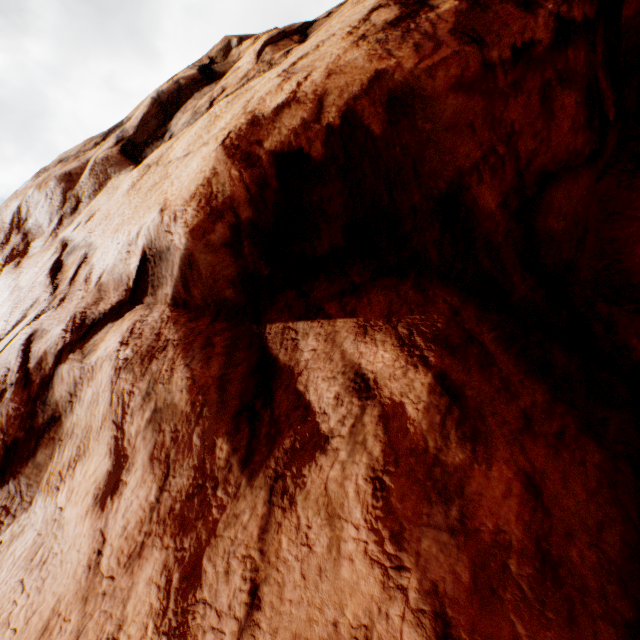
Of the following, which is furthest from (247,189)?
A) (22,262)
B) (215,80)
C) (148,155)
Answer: (22,262)
